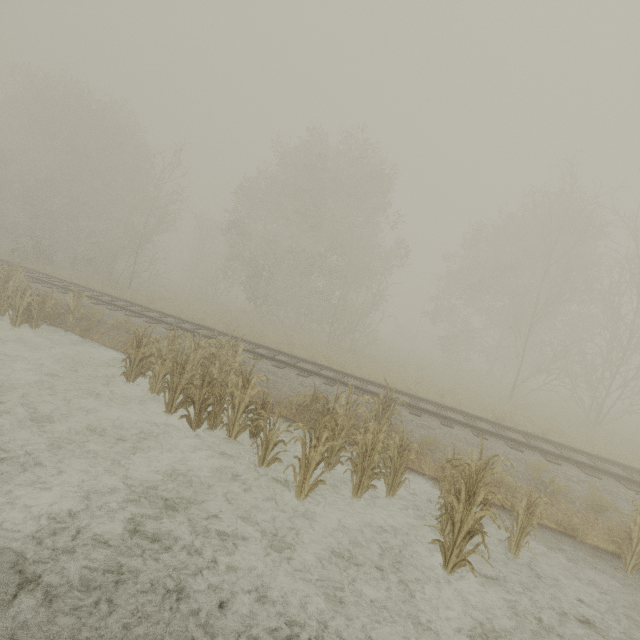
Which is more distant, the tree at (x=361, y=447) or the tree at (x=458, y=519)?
the tree at (x=361, y=447)

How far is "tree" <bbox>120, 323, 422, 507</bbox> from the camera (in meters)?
6.14

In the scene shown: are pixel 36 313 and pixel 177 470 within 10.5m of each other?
yes

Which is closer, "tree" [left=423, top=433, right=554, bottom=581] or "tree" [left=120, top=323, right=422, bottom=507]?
"tree" [left=423, top=433, right=554, bottom=581]

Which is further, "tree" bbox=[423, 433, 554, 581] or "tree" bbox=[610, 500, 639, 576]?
"tree" bbox=[610, 500, 639, 576]

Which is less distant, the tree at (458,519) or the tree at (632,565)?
the tree at (458,519)
